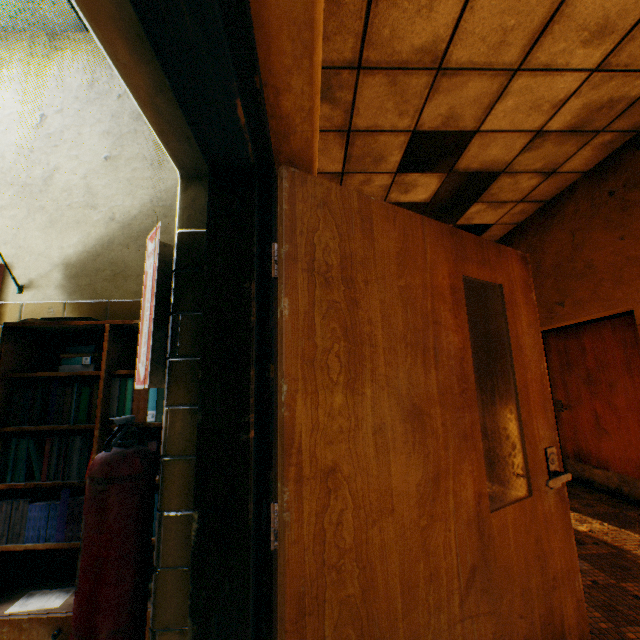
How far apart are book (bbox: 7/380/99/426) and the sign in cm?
42

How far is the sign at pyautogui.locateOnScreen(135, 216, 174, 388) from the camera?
0.97m

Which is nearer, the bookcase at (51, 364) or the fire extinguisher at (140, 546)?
the fire extinguisher at (140, 546)

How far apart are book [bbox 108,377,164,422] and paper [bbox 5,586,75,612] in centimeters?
33cm

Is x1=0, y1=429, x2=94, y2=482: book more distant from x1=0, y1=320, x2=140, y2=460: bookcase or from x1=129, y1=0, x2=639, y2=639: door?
x1=129, y1=0, x2=639, y2=639: door

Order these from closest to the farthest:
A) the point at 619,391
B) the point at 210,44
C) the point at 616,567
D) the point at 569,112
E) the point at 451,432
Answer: the point at 210,44 → the point at 451,432 → the point at 616,567 → the point at 569,112 → the point at 619,391

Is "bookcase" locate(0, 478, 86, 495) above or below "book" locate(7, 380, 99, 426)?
below

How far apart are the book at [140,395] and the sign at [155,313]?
0.4m
